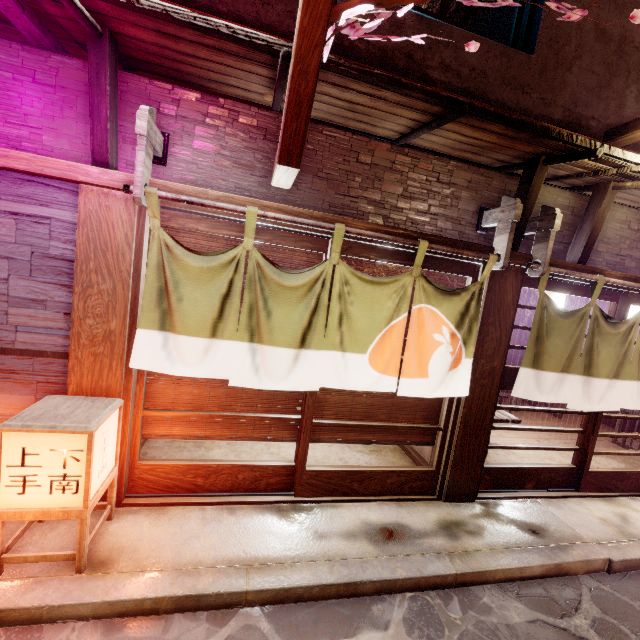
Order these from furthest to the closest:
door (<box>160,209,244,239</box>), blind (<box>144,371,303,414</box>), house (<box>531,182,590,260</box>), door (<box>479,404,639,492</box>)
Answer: door (<box>479,404,639,492</box>), house (<box>531,182,590,260</box>), blind (<box>144,371,303,414</box>), door (<box>160,209,244,239</box>)

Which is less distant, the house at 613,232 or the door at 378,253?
the door at 378,253

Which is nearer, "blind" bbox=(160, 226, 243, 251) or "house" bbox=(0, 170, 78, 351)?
"house" bbox=(0, 170, 78, 351)

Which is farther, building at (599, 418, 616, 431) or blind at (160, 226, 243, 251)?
building at (599, 418, 616, 431)

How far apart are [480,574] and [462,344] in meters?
3.9 m

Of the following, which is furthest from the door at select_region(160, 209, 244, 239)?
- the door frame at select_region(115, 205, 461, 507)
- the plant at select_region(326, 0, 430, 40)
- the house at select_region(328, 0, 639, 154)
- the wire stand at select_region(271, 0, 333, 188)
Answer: the house at select_region(328, 0, 639, 154)

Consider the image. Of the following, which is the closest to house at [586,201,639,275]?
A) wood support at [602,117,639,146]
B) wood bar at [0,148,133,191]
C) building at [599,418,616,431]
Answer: wood support at [602,117,639,146]

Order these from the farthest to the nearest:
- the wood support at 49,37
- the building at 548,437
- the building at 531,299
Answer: the building at 531,299 < the building at 548,437 < the wood support at 49,37
